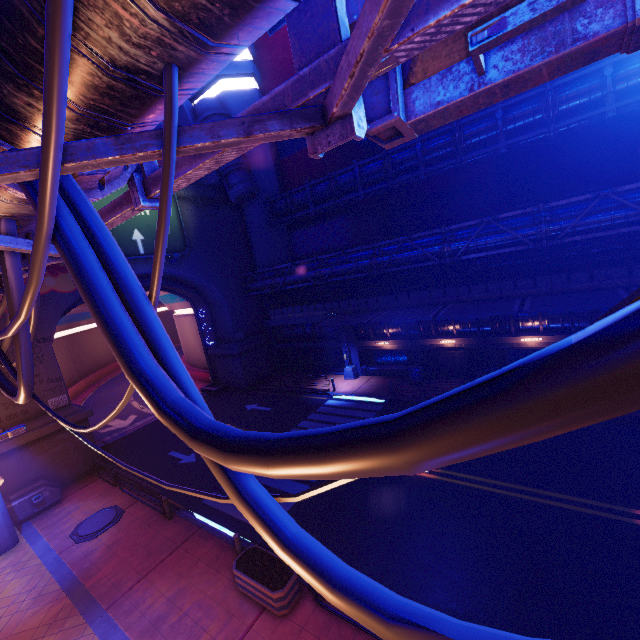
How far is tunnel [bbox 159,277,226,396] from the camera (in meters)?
30.47

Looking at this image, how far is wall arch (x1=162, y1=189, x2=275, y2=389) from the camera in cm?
2738

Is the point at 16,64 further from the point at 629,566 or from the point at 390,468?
the point at 629,566

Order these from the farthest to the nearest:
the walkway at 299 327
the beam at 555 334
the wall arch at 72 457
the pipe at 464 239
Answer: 1. the walkway at 299 327
2. the beam at 555 334
3. the wall arch at 72 457
4. the pipe at 464 239

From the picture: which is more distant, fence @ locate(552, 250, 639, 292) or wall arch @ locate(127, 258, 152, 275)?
wall arch @ locate(127, 258, 152, 275)

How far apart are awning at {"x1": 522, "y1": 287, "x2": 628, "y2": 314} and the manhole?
21.8 meters

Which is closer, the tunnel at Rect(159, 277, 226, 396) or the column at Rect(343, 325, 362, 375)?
the column at Rect(343, 325, 362, 375)

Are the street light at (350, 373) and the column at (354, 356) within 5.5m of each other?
yes
